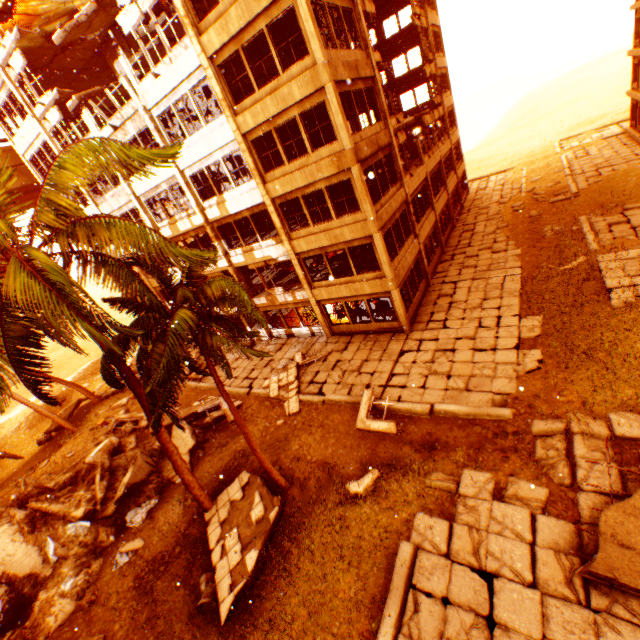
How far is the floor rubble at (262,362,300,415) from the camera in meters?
15.4 m

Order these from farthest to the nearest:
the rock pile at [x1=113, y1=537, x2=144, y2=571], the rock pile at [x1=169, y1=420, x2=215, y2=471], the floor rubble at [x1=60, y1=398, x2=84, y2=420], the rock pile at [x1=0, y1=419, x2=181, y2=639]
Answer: the floor rubble at [x1=60, y1=398, x2=84, y2=420]
the rock pile at [x1=169, y1=420, x2=215, y2=471]
the rock pile at [x1=113, y1=537, x2=144, y2=571]
the rock pile at [x1=0, y1=419, x2=181, y2=639]

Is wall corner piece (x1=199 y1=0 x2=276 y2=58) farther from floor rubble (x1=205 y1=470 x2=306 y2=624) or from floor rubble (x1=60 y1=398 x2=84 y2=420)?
floor rubble (x1=60 y1=398 x2=84 y2=420)

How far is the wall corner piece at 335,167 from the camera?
13.3 meters

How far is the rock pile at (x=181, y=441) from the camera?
14.4 meters

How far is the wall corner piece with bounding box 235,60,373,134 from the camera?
12.0m

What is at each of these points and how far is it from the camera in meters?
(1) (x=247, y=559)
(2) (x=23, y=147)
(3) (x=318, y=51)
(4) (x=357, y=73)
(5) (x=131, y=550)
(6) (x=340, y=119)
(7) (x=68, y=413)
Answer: (1) floor rubble, 9.5
(2) wall corner piece, 23.1
(3) pillar, 11.6
(4) wall corner piece, 13.8
(5) rock pile, 11.5
(6) pillar, 12.5
(7) floor rubble, 26.2
